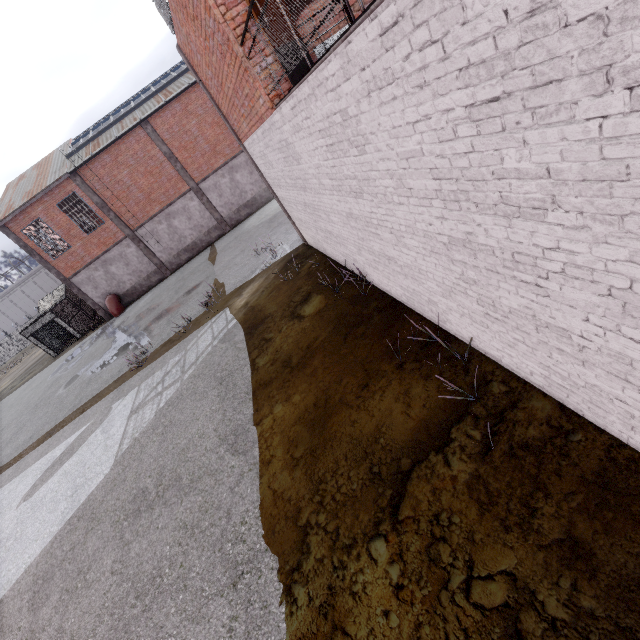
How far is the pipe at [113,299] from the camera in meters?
24.4 m

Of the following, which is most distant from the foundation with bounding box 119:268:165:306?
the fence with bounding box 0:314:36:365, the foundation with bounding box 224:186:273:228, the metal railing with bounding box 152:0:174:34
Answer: the fence with bounding box 0:314:36:365

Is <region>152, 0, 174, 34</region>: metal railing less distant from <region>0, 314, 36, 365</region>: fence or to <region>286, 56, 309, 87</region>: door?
<region>286, 56, 309, 87</region>: door

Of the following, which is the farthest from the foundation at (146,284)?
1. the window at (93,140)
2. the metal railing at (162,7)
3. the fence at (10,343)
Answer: the fence at (10,343)

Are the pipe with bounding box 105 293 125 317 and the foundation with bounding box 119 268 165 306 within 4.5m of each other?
yes

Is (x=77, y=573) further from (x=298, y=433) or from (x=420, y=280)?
(x=420, y=280)

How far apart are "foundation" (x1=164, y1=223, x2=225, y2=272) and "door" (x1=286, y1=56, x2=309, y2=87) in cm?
2171

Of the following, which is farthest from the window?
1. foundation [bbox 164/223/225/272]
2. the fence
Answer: the fence
